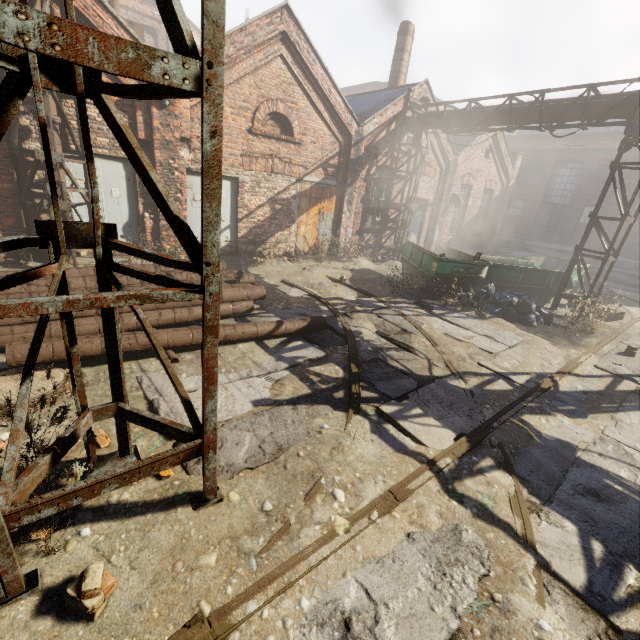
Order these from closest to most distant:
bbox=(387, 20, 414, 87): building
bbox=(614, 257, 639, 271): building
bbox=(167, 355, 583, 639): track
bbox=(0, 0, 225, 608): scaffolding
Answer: bbox=(0, 0, 225, 608): scaffolding, bbox=(167, 355, 583, 639): track, bbox=(387, 20, 414, 87): building, bbox=(614, 257, 639, 271): building

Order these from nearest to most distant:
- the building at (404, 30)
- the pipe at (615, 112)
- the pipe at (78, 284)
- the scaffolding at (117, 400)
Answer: the scaffolding at (117, 400) < the pipe at (78, 284) < the pipe at (615, 112) < the building at (404, 30)

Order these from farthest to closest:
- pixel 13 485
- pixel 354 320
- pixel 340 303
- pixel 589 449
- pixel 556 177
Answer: pixel 556 177 < pixel 340 303 < pixel 354 320 < pixel 589 449 < pixel 13 485

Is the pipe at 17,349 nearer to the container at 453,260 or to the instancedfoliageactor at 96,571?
the instancedfoliageactor at 96,571

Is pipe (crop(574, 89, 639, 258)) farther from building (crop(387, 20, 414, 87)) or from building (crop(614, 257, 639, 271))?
building (crop(614, 257, 639, 271))

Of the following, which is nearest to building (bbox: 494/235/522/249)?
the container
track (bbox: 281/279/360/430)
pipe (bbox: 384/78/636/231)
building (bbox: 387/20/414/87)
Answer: track (bbox: 281/279/360/430)

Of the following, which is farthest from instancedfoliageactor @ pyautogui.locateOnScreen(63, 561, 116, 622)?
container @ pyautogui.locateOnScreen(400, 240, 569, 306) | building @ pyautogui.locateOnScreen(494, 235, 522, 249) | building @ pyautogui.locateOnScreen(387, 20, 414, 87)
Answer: building @ pyautogui.locateOnScreen(494, 235, 522, 249)

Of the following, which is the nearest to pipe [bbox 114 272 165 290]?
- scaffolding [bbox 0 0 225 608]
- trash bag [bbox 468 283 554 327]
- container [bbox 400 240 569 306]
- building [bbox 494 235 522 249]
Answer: scaffolding [bbox 0 0 225 608]
